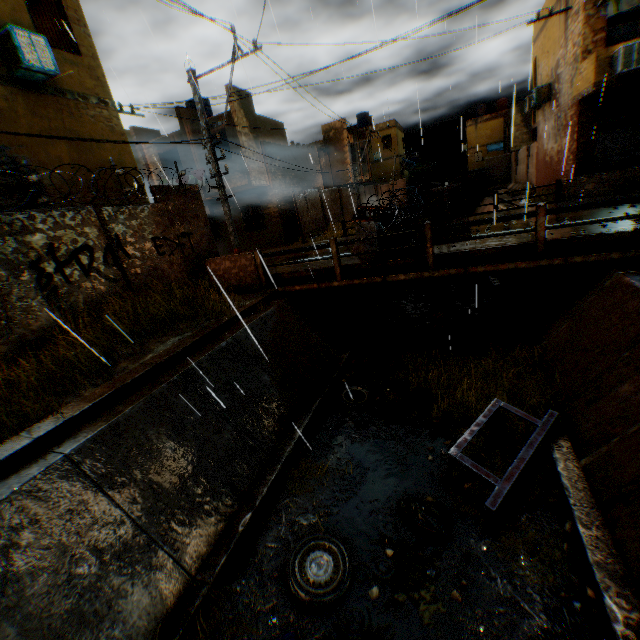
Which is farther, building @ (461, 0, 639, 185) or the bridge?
building @ (461, 0, 639, 185)

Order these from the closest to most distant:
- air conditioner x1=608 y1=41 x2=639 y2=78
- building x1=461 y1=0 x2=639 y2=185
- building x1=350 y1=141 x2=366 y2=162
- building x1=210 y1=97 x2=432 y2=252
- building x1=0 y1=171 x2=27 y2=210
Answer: building x1=0 y1=171 x2=27 y2=210 → air conditioner x1=608 y1=41 x2=639 y2=78 → building x1=461 y1=0 x2=639 y2=185 → building x1=210 y1=97 x2=432 y2=252 → building x1=350 y1=141 x2=366 y2=162

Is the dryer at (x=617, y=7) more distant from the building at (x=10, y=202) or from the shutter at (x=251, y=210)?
the shutter at (x=251, y=210)

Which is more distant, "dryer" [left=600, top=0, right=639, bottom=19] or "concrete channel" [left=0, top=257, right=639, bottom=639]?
"dryer" [left=600, top=0, right=639, bottom=19]

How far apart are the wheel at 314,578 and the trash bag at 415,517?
1.0m

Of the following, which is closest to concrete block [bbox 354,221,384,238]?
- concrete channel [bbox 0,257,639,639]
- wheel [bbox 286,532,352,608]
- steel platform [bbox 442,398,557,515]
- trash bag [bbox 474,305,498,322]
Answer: concrete channel [bbox 0,257,639,639]

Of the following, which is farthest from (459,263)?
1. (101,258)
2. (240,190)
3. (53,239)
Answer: (240,190)

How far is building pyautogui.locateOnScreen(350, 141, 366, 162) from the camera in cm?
2977
